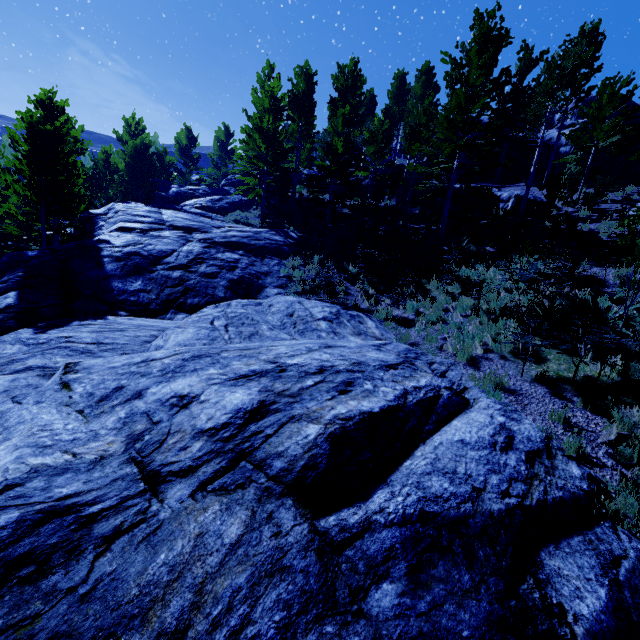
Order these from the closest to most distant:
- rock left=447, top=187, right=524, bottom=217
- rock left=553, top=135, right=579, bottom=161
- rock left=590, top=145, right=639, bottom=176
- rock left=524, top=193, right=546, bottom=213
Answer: rock left=524, top=193, right=546, bottom=213 → rock left=447, top=187, right=524, bottom=217 → rock left=590, top=145, right=639, bottom=176 → rock left=553, top=135, right=579, bottom=161

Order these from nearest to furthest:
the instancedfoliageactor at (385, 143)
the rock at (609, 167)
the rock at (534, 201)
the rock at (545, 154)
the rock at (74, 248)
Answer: the rock at (74, 248) → the instancedfoliageactor at (385, 143) → the rock at (534, 201) → the rock at (609, 167) → the rock at (545, 154)

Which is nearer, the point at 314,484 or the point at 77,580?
the point at 77,580

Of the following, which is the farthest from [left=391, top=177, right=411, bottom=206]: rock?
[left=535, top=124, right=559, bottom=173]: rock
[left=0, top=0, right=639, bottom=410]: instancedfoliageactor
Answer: [left=535, top=124, right=559, bottom=173]: rock

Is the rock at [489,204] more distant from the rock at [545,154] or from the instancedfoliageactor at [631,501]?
the rock at [545,154]

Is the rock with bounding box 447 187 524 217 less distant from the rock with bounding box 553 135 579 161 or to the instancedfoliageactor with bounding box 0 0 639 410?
the instancedfoliageactor with bounding box 0 0 639 410
